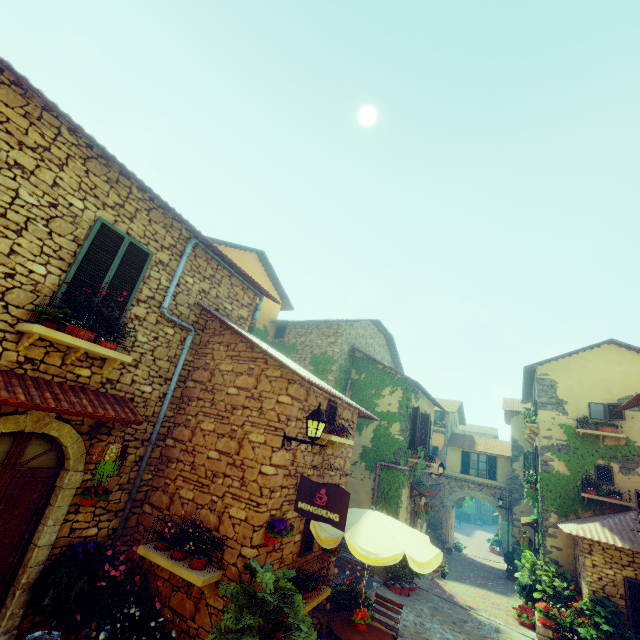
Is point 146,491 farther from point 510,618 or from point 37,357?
point 510,618

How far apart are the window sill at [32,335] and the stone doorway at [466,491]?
23.2m

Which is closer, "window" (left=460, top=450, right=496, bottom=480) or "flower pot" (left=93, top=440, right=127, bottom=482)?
"flower pot" (left=93, top=440, right=127, bottom=482)

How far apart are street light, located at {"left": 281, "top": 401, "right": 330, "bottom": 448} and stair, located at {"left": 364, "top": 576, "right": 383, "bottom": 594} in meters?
5.5

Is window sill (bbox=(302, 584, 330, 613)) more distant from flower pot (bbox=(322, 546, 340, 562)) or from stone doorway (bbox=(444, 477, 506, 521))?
stone doorway (bbox=(444, 477, 506, 521))

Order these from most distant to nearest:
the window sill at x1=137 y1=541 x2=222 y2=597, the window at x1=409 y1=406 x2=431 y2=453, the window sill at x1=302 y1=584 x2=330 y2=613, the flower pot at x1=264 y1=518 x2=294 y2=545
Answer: the window at x1=409 y1=406 x2=431 y2=453
the window sill at x1=302 y1=584 x2=330 y2=613
the flower pot at x1=264 y1=518 x2=294 y2=545
the window sill at x1=137 y1=541 x2=222 y2=597

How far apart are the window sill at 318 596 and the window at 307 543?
0.6 meters

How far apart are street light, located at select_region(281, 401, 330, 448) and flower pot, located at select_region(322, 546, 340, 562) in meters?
3.6 m
